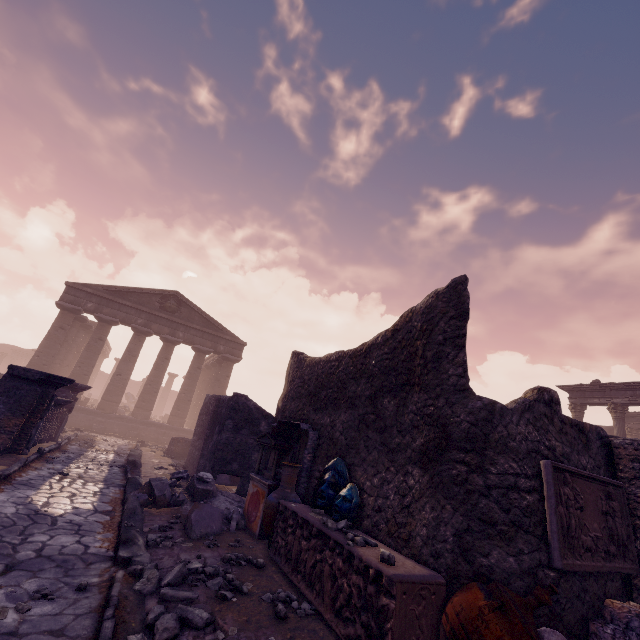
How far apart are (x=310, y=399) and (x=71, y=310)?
19.40m

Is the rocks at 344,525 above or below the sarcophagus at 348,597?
above

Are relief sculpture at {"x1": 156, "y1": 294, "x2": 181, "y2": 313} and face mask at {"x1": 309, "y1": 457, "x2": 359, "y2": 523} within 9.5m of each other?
no

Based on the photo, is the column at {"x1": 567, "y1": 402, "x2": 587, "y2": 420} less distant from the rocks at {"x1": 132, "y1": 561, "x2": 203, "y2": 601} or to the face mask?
the face mask

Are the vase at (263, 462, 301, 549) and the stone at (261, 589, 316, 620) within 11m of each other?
yes

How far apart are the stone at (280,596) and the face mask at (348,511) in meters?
1.0 m

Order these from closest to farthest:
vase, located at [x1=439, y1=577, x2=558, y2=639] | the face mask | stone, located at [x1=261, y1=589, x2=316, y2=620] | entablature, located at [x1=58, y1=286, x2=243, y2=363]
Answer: vase, located at [x1=439, y1=577, x2=558, y2=639] < stone, located at [x1=261, y1=589, x2=316, y2=620] < the face mask < entablature, located at [x1=58, y1=286, x2=243, y2=363]

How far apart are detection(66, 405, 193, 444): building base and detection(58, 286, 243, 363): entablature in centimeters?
529cm
